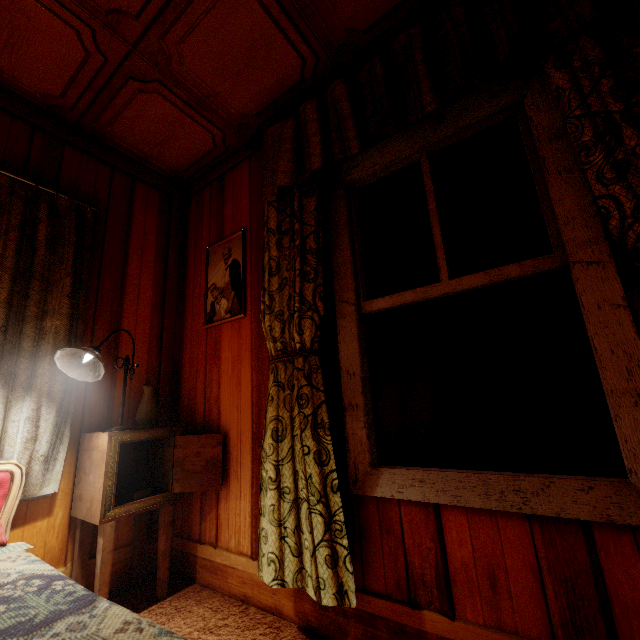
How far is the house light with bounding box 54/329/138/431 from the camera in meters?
1.6

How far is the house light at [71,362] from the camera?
1.6 meters

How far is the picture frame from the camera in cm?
215

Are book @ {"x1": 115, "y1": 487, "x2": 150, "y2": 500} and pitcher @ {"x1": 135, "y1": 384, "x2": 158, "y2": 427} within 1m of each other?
yes

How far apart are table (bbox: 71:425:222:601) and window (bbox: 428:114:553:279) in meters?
1.2 m

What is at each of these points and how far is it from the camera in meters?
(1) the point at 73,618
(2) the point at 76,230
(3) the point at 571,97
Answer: (1) bed, 0.8 m
(2) curtain, 2.0 m
(3) curtain, 1.1 m

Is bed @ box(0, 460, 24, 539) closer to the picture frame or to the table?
the table

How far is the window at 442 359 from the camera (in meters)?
1.08
